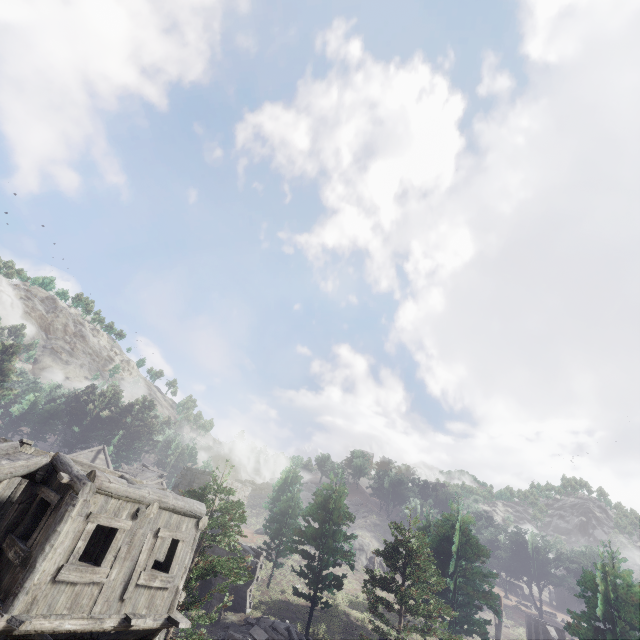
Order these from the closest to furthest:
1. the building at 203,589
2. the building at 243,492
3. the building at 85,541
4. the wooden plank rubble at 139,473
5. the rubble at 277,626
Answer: the building at 85,541 → the rubble at 277,626 → the building at 203,589 → the building at 243,492 → the wooden plank rubble at 139,473

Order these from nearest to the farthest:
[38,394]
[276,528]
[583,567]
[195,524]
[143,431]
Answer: [195,524]
[583,567]
[276,528]
[38,394]
[143,431]

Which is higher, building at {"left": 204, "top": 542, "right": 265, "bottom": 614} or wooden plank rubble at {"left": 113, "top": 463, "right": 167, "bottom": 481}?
wooden plank rubble at {"left": 113, "top": 463, "right": 167, "bottom": 481}

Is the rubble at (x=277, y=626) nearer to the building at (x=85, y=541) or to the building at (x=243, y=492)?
the building at (x=243, y=492)

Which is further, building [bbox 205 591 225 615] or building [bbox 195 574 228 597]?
building [bbox 195 574 228 597]

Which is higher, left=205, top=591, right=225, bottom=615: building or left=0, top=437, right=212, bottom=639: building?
left=0, top=437, right=212, bottom=639: building

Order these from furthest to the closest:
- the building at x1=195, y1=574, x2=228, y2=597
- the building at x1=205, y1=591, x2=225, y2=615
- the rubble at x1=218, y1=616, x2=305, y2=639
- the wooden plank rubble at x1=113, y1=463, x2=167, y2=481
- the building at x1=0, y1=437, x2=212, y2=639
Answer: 1. the wooden plank rubble at x1=113, y1=463, x2=167, y2=481
2. the building at x1=195, y1=574, x2=228, y2=597
3. the building at x1=205, y1=591, x2=225, y2=615
4. the rubble at x1=218, y1=616, x2=305, y2=639
5. the building at x1=0, y1=437, x2=212, y2=639

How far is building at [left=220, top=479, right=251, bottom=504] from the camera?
31.02m
